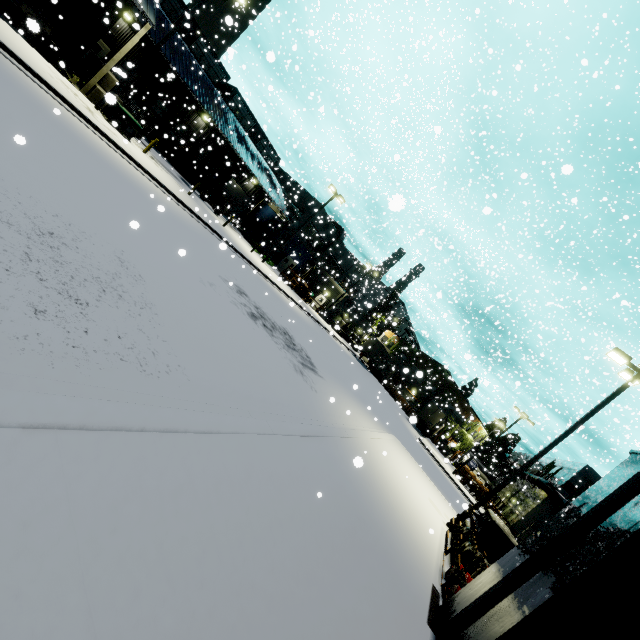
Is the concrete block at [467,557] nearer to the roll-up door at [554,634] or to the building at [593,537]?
the building at [593,537]

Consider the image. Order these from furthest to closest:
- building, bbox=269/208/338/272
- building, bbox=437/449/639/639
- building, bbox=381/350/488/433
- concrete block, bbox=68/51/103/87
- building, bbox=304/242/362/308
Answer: building, bbox=381/350/488/433 < building, bbox=304/242/362/308 < building, bbox=269/208/338/272 < concrete block, bbox=68/51/103/87 < building, bbox=437/449/639/639

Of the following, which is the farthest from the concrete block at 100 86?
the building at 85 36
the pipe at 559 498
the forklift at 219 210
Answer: the pipe at 559 498

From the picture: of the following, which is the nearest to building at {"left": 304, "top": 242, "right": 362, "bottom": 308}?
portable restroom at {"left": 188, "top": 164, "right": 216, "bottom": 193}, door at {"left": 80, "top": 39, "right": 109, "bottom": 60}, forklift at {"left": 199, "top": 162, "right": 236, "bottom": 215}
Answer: door at {"left": 80, "top": 39, "right": 109, "bottom": 60}

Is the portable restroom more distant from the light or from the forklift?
the light

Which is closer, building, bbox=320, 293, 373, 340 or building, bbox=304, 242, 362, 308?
building, bbox=320, 293, 373, 340

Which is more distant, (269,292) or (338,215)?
Result: (338,215)

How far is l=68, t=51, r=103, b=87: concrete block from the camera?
19.5 meters
